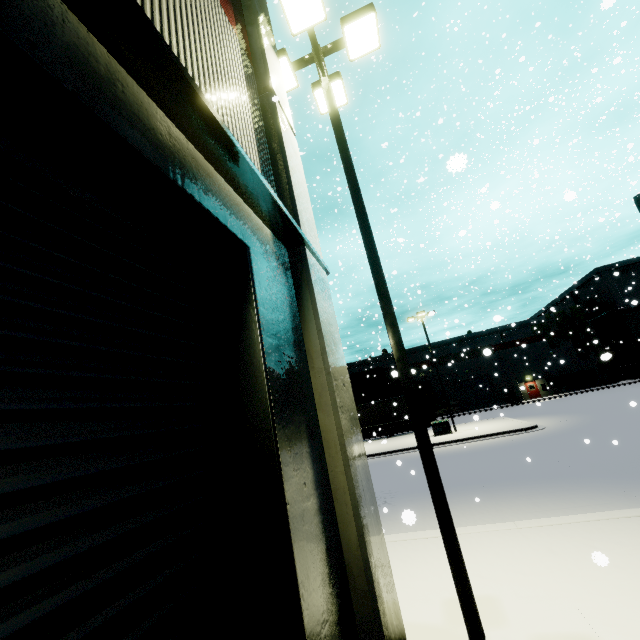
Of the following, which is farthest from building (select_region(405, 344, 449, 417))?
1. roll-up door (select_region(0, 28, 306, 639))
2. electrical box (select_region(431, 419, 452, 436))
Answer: electrical box (select_region(431, 419, 452, 436))

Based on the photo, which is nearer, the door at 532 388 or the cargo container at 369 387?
the cargo container at 369 387

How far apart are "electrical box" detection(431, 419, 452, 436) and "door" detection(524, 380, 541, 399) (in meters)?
26.16

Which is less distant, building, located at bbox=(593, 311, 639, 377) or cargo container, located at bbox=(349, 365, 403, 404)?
cargo container, located at bbox=(349, 365, 403, 404)

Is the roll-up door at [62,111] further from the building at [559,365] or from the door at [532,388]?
the door at [532,388]

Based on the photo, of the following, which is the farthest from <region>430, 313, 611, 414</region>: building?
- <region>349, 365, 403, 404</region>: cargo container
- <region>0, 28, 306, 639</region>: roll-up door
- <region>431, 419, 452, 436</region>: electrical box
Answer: <region>431, 419, 452, 436</region>: electrical box

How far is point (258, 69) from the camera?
4.6m
